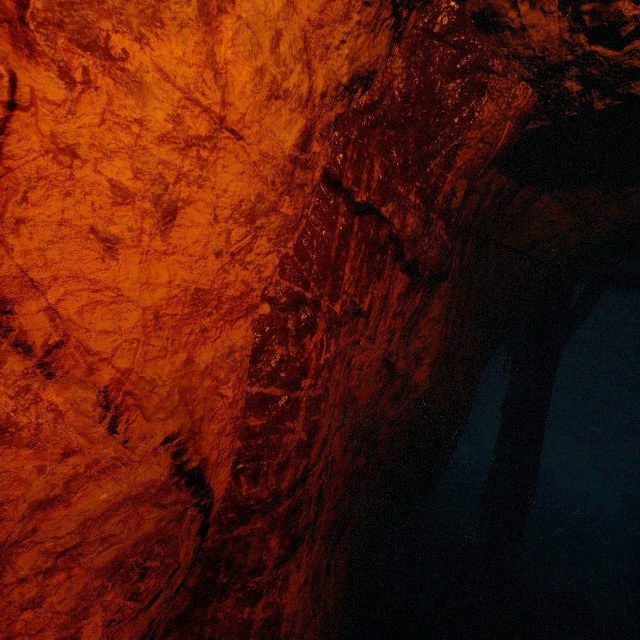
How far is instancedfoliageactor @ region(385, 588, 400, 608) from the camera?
3.34m

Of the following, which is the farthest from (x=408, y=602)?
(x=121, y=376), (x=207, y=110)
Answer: (x=207, y=110)

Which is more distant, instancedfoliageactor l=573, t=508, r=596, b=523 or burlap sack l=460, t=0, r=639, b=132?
instancedfoliageactor l=573, t=508, r=596, b=523

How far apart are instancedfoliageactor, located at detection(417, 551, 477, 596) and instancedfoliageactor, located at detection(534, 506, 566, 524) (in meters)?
2.85

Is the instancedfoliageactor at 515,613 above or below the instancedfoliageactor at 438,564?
above

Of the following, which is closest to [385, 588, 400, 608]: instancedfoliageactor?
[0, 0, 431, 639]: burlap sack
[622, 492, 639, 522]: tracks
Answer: [622, 492, 639, 522]: tracks

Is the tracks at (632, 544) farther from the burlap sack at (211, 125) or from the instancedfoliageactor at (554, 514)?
the instancedfoliageactor at (554, 514)

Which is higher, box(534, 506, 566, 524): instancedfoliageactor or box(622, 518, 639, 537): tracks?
box(622, 518, 639, 537): tracks
